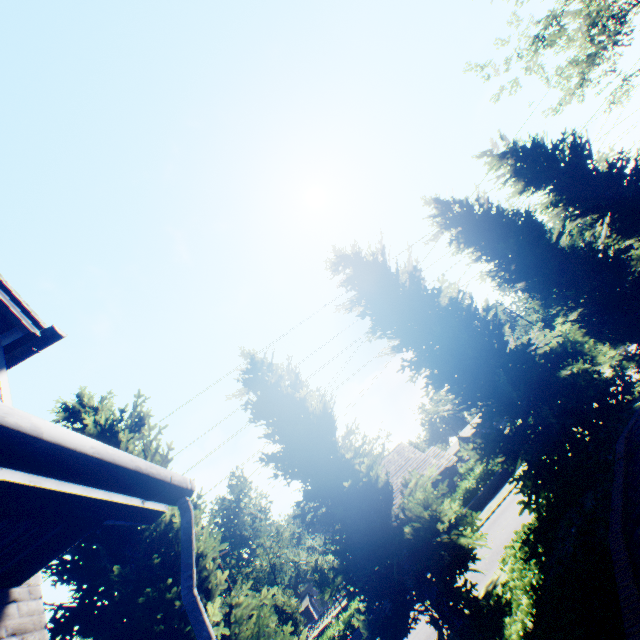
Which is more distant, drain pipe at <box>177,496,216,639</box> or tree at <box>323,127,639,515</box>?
tree at <box>323,127,639,515</box>

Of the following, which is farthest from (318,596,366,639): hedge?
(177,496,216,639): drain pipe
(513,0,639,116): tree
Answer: (177,496,216,639): drain pipe

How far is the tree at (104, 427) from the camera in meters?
9.6 m

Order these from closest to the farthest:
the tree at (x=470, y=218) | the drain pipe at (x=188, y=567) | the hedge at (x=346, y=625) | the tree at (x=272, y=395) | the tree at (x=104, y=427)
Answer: the drain pipe at (x=188, y=567), the tree at (x=272, y=395), the tree at (x=470, y=218), the tree at (x=104, y=427), the hedge at (x=346, y=625)

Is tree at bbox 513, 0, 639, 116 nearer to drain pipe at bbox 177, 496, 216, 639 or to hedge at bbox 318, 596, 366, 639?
drain pipe at bbox 177, 496, 216, 639

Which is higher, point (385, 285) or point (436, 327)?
point (385, 285)

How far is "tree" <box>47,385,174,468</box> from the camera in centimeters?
955cm

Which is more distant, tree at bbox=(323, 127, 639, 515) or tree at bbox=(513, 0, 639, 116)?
tree at bbox=(513, 0, 639, 116)
